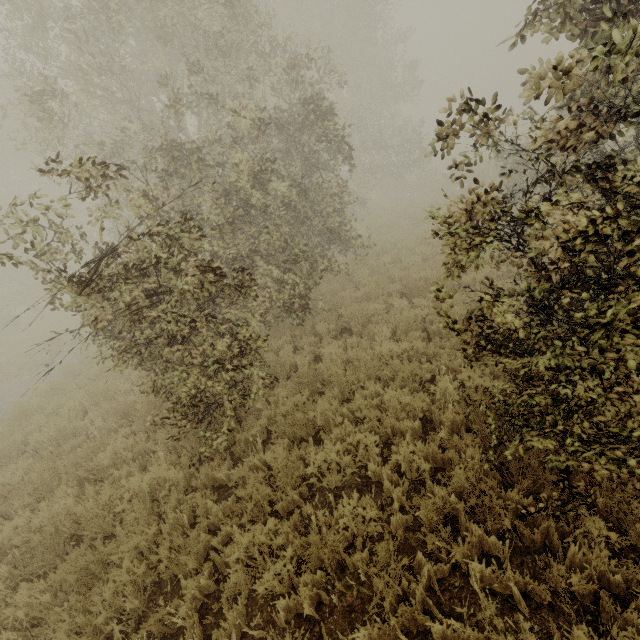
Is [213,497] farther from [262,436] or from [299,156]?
[299,156]
